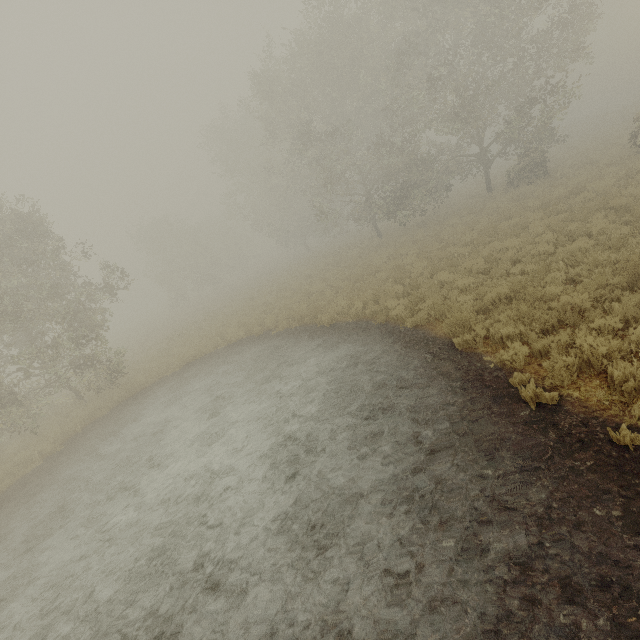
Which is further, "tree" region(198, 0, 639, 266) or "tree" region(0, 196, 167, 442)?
"tree" region(198, 0, 639, 266)

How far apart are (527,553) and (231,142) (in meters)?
38.60

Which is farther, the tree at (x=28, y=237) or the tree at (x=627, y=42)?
the tree at (x=627, y=42)
